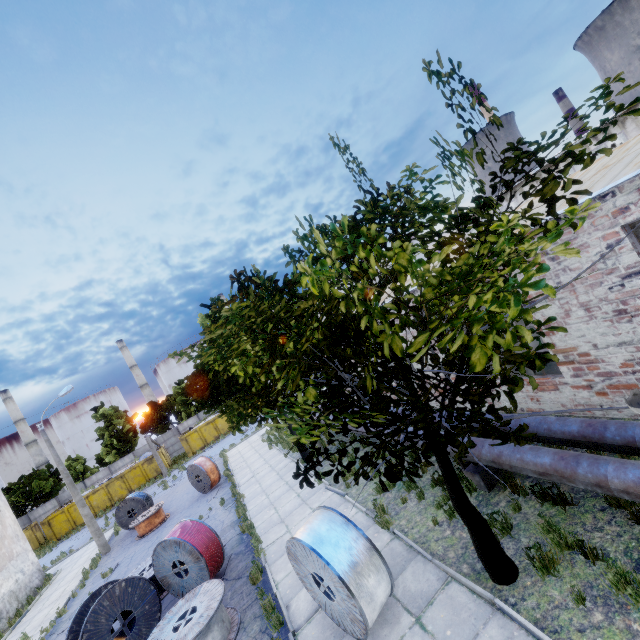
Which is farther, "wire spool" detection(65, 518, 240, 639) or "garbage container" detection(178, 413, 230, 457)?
"garbage container" detection(178, 413, 230, 457)

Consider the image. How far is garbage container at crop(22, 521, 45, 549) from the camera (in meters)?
32.69

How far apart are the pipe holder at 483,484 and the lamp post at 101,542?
22.5 meters

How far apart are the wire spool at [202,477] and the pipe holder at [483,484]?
16.54m

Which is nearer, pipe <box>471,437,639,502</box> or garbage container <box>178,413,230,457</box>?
pipe <box>471,437,639,502</box>

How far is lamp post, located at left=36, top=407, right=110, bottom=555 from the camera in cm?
1948

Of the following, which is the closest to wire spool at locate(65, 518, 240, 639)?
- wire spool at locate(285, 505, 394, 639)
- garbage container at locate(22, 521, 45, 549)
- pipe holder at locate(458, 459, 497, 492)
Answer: wire spool at locate(285, 505, 394, 639)

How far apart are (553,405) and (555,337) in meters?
2.3
